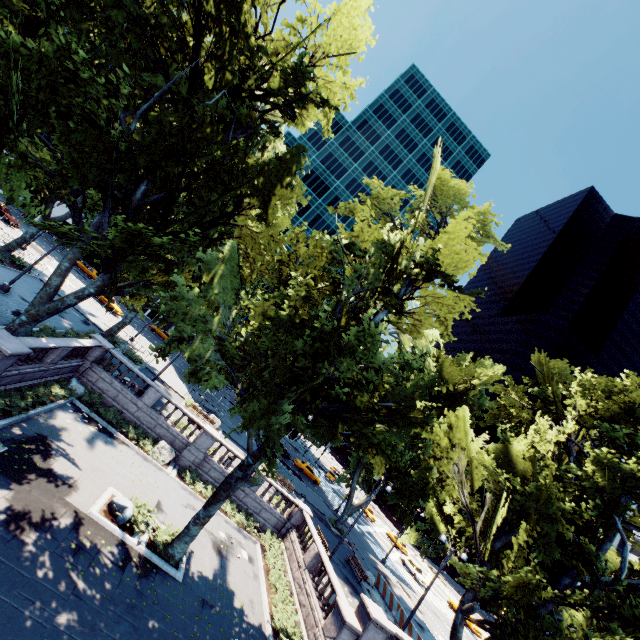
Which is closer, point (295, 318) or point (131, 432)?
point (295, 318)

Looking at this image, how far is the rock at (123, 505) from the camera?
13.9m

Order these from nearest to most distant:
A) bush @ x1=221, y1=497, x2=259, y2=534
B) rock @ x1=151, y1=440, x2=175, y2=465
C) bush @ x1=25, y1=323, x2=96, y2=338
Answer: bush @ x1=25, y1=323, x2=96, y2=338 → rock @ x1=151, y1=440, x2=175, y2=465 → bush @ x1=221, y1=497, x2=259, y2=534

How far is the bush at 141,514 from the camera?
14.1 meters

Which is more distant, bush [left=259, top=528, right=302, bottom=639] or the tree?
bush [left=259, top=528, right=302, bottom=639]

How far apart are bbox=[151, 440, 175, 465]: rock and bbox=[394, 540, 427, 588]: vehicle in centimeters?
3941cm

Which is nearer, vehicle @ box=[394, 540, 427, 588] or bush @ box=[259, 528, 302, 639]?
bush @ box=[259, 528, 302, 639]

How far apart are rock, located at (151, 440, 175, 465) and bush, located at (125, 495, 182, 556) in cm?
524
